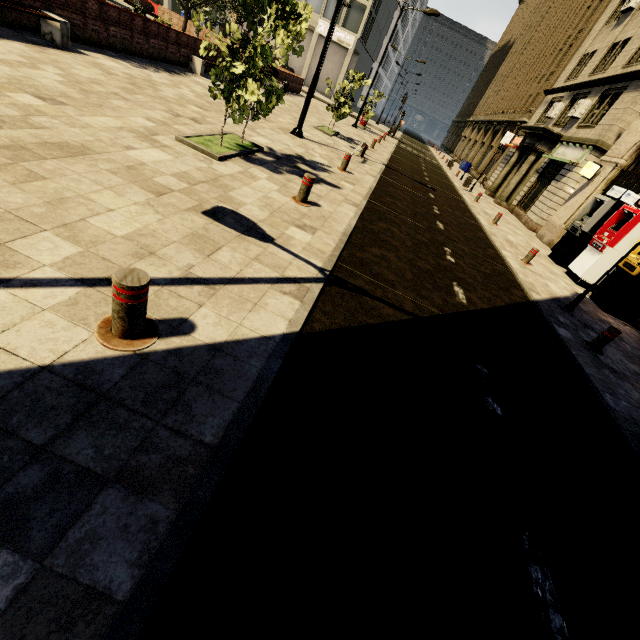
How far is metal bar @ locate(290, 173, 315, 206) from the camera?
6.4 meters

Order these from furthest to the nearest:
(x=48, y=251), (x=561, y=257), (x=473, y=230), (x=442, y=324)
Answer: (x=561, y=257) < (x=473, y=230) < (x=442, y=324) < (x=48, y=251)

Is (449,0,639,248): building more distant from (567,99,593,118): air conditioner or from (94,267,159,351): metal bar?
(94,267,159,351): metal bar

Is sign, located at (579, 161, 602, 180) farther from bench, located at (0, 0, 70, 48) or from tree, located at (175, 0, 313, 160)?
bench, located at (0, 0, 70, 48)

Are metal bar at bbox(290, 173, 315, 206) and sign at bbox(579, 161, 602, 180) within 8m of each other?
no

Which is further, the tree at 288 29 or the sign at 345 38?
the sign at 345 38

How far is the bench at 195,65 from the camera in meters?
14.2 m

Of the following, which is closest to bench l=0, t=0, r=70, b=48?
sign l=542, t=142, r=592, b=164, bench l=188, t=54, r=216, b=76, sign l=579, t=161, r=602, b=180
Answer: bench l=188, t=54, r=216, b=76
